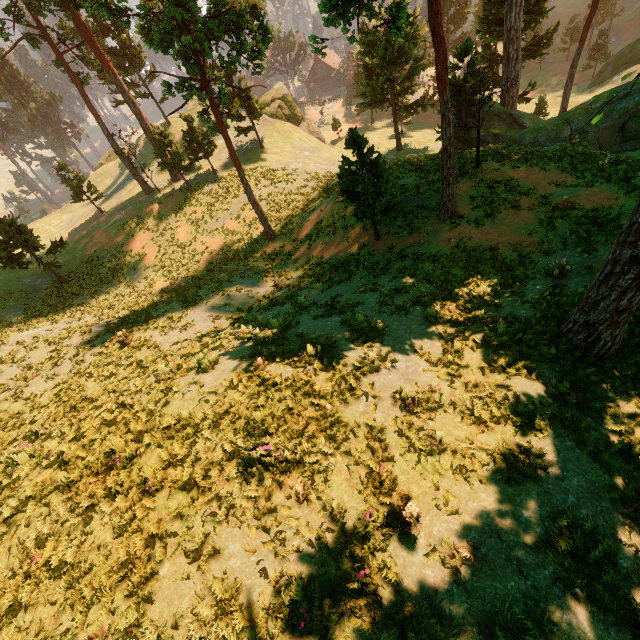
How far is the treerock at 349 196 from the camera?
15.2m

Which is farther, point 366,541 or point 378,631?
point 366,541

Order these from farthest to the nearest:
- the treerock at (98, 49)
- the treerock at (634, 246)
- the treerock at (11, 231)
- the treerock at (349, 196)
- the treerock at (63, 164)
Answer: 1. the treerock at (63, 164)
2. the treerock at (11, 231)
3. the treerock at (98, 49)
4. the treerock at (349, 196)
5. the treerock at (634, 246)

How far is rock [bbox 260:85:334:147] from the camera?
44.31m

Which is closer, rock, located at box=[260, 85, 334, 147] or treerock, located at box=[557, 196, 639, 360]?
treerock, located at box=[557, 196, 639, 360]

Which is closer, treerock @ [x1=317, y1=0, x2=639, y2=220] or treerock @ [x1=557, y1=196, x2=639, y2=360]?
treerock @ [x1=557, y1=196, x2=639, y2=360]

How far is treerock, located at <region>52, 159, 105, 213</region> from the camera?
34.06m
